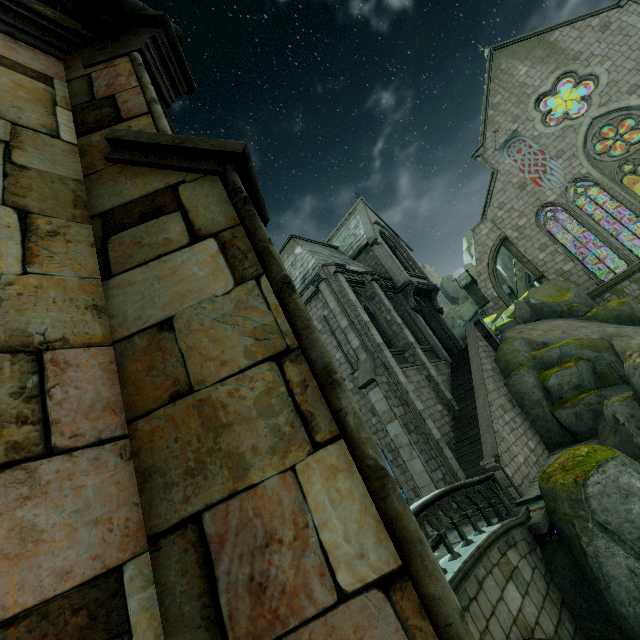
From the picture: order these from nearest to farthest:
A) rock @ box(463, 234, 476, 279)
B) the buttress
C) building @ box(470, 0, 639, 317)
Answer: building @ box(470, 0, 639, 317) < the buttress < rock @ box(463, 234, 476, 279)

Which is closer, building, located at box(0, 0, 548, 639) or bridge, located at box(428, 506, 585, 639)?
building, located at box(0, 0, 548, 639)

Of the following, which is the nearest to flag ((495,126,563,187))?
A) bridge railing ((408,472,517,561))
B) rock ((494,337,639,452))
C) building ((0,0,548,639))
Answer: building ((0,0,548,639))

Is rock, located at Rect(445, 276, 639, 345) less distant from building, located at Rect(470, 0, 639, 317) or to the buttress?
building, located at Rect(470, 0, 639, 317)

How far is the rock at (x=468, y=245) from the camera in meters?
47.8 m

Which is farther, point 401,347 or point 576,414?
point 401,347

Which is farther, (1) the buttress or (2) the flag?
(1) the buttress

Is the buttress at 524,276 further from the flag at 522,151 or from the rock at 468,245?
the flag at 522,151
